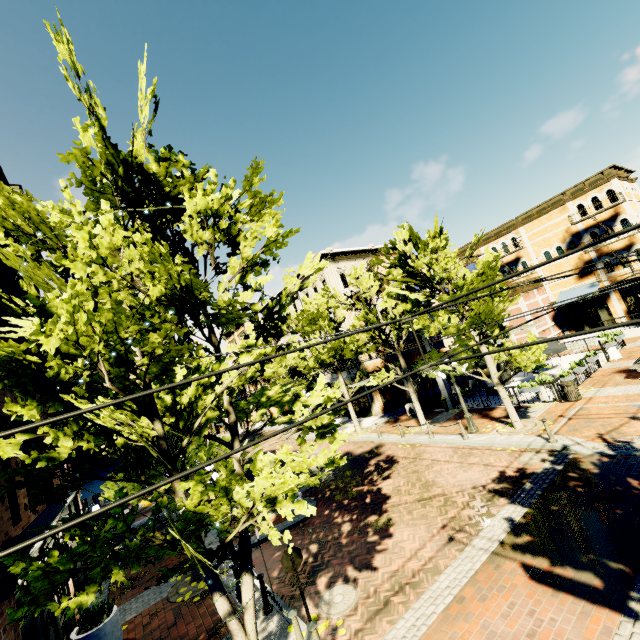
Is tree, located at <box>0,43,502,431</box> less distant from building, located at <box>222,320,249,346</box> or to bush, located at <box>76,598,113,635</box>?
building, located at <box>222,320,249,346</box>

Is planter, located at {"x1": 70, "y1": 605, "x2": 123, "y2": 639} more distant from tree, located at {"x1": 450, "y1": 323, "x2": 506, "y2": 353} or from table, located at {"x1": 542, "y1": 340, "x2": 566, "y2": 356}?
table, located at {"x1": 542, "y1": 340, "x2": 566, "y2": 356}

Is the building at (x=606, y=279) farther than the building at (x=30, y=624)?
Yes

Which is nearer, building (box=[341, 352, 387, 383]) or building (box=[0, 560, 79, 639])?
building (box=[0, 560, 79, 639])

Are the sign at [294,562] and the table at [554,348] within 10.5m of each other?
no

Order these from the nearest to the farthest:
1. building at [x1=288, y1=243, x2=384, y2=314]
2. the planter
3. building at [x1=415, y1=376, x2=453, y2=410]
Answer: the planter → building at [x1=415, y1=376, x2=453, y2=410] → building at [x1=288, y1=243, x2=384, y2=314]

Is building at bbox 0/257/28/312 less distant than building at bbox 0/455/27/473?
No

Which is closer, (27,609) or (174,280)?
(27,609)
